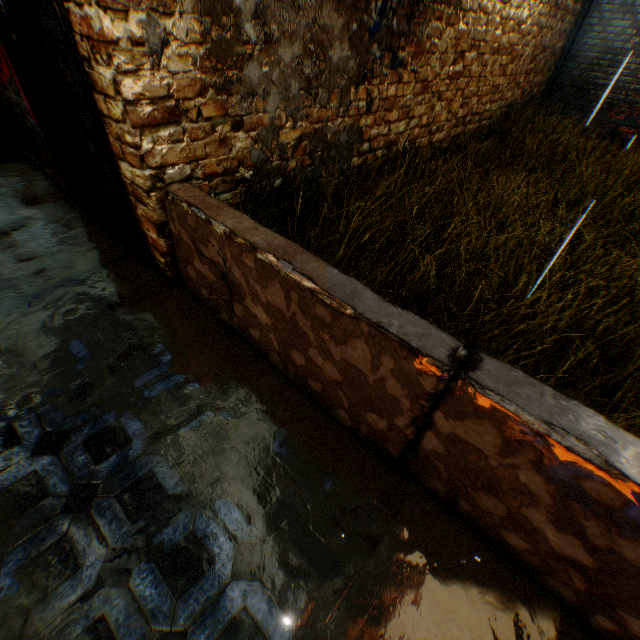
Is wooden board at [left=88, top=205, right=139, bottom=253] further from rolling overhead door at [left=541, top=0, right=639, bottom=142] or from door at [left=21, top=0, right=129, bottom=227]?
rolling overhead door at [left=541, top=0, right=639, bottom=142]

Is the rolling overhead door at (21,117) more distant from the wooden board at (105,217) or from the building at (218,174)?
the wooden board at (105,217)

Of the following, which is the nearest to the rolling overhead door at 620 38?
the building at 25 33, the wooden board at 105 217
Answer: the building at 25 33

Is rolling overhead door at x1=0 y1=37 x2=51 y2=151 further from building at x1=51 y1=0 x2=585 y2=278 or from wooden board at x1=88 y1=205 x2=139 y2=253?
wooden board at x1=88 y1=205 x2=139 y2=253

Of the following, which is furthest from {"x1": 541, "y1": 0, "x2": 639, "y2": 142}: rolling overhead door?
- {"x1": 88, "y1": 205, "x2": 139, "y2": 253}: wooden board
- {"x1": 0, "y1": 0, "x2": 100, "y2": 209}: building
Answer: {"x1": 88, "y1": 205, "x2": 139, "y2": 253}: wooden board

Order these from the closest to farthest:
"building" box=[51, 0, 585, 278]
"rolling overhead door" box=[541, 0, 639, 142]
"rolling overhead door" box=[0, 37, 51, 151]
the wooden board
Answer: "building" box=[51, 0, 585, 278] < the wooden board < "rolling overhead door" box=[0, 37, 51, 151] < "rolling overhead door" box=[541, 0, 639, 142]

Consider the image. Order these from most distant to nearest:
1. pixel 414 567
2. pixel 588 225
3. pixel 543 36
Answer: pixel 543 36, pixel 588 225, pixel 414 567
